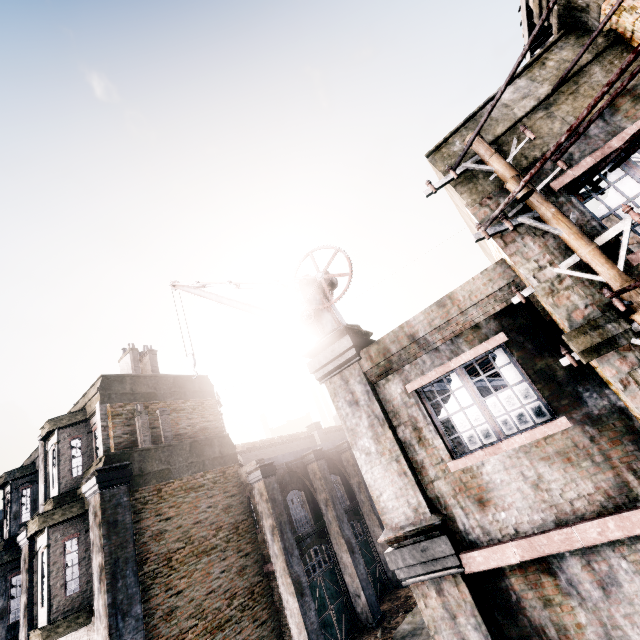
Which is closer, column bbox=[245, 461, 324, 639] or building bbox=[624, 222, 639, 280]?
building bbox=[624, 222, 639, 280]

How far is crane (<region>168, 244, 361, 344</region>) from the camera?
8.8 meters

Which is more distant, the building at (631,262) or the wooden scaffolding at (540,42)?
the wooden scaffolding at (540,42)

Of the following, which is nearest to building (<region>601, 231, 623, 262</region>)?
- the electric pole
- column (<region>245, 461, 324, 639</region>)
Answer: the electric pole

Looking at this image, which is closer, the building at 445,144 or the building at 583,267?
the building at 583,267

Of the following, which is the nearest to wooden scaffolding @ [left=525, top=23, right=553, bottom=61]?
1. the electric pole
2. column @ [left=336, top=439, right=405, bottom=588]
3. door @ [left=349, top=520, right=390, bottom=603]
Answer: the electric pole

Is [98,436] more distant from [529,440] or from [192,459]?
[529,440]

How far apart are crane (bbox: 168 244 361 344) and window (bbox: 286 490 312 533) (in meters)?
10.85
